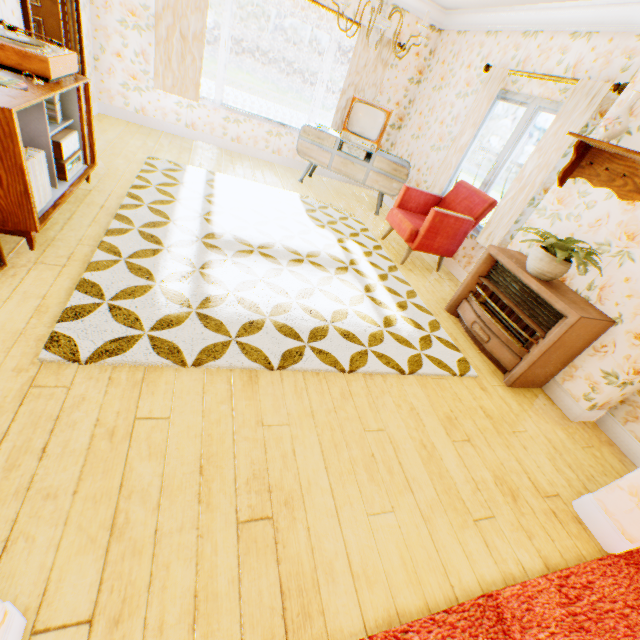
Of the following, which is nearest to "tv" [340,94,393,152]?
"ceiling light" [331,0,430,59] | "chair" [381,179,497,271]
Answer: "chair" [381,179,497,271]

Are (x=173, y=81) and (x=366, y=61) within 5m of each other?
yes

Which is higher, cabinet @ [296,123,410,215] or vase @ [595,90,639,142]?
vase @ [595,90,639,142]

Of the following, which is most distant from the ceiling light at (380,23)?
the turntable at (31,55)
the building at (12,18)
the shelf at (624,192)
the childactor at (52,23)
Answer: the childactor at (52,23)

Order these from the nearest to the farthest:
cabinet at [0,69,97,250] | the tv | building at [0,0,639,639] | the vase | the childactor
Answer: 1. building at [0,0,639,639]
2. cabinet at [0,69,97,250]
3. the vase
4. the childactor
5. the tv

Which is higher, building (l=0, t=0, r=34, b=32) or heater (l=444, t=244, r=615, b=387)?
building (l=0, t=0, r=34, b=32)

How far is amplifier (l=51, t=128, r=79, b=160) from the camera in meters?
2.7

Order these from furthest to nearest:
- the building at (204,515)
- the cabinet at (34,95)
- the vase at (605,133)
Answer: the vase at (605,133) → the cabinet at (34,95) → the building at (204,515)
